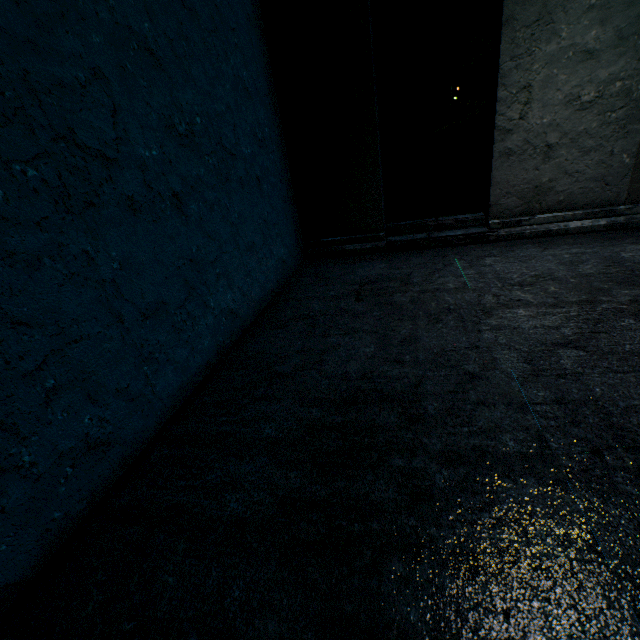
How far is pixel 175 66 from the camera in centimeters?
183cm
